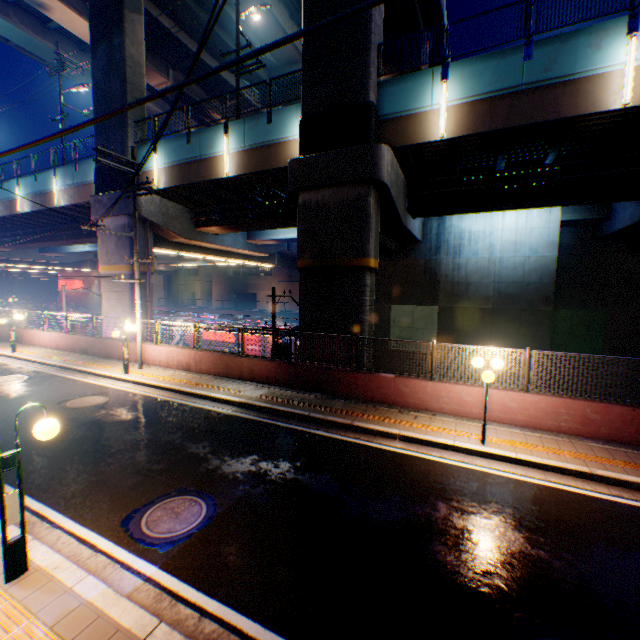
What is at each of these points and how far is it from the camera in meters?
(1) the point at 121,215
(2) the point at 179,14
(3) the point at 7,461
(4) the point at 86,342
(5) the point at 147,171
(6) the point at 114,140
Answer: (1) overpass support, 18.3 m
(2) overpass support, 22.7 m
(3) street lamp, 4.0 m
(4) concrete block, 17.9 m
(5) overpass support, 18.2 m
(6) overpass support, 18.2 m

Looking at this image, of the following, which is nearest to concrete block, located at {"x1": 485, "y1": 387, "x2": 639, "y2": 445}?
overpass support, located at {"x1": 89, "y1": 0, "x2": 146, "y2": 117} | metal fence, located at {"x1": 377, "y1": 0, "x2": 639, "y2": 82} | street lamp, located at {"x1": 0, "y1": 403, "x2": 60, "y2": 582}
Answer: metal fence, located at {"x1": 377, "y1": 0, "x2": 639, "y2": 82}

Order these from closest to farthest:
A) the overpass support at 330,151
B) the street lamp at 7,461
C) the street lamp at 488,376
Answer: the street lamp at 7,461 → the street lamp at 488,376 → the overpass support at 330,151

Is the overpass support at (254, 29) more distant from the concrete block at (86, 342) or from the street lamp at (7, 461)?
the street lamp at (7, 461)

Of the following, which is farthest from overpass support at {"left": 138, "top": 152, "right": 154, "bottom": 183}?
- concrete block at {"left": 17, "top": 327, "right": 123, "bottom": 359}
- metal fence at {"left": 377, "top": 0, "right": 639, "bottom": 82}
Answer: concrete block at {"left": 17, "top": 327, "right": 123, "bottom": 359}

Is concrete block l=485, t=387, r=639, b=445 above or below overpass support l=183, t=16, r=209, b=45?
below

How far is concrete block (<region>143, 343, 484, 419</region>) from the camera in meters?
9.8 m

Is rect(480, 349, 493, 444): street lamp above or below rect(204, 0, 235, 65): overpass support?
below
